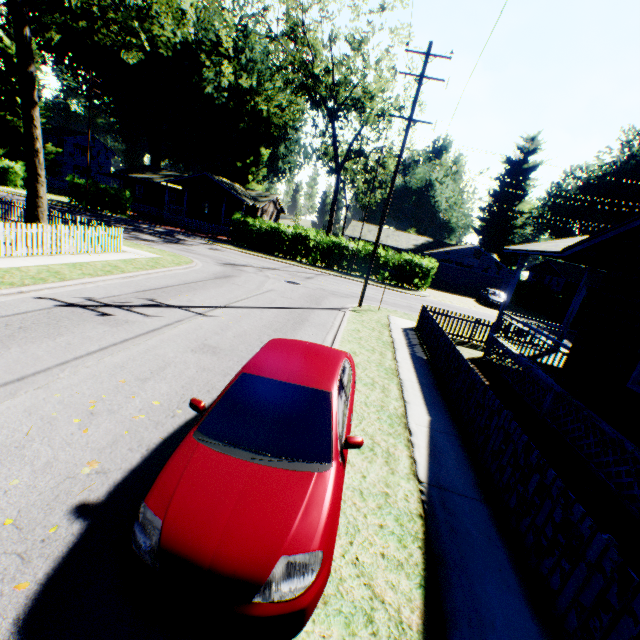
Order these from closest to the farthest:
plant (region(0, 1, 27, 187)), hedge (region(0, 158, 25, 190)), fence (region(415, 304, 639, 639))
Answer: fence (region(415, 304, 639, 639)), hedge (region(0, 158, 25, 190)), plant (region(0, 1, 27, 187))

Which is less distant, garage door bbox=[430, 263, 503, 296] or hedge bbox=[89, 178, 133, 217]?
hedge bbox=[89, 178, 133, 217]

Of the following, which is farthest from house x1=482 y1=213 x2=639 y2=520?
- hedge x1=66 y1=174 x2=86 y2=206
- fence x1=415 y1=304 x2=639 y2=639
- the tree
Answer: hedge x1=66 y1=174 x2=86 y2=206

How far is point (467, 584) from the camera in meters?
3.7

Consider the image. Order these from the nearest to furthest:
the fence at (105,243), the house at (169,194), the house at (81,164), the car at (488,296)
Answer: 1. the fence at (105,243)
2. the car at (488,296)
3. the house at (169,194)
4. the house at (81,164)

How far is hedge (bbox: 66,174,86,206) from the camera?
33.3m

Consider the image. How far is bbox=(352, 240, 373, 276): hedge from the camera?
30.22m

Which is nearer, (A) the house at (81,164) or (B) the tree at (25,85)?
(B) the tree at (25,85)
